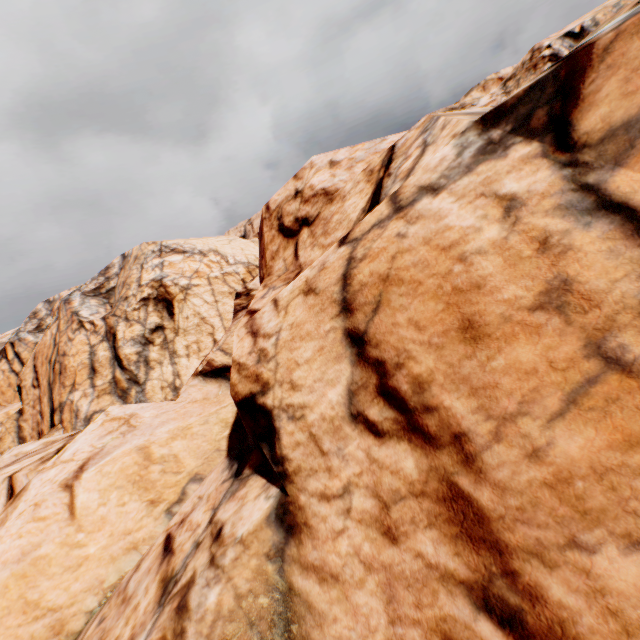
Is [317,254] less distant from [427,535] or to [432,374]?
[432,374]
